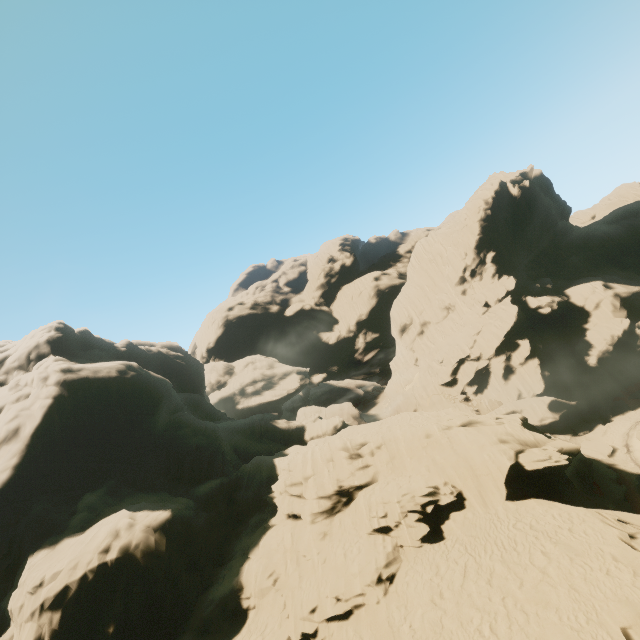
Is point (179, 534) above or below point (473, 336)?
below
